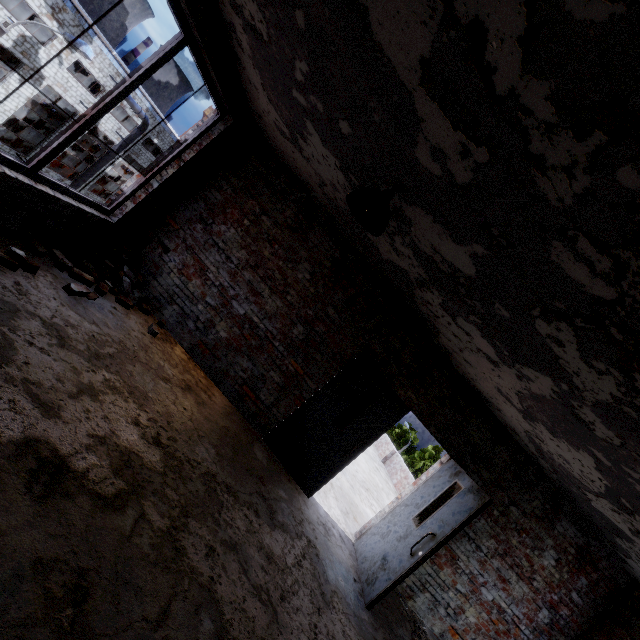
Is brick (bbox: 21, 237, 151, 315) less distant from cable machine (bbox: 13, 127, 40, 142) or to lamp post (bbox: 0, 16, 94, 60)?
lamp post (bbox: 0, 16, 94, 60)

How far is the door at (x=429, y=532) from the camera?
4.2m

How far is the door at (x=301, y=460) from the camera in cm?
514

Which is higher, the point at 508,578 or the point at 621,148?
the point at 621,148

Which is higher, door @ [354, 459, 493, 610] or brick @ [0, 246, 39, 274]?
door @ [354, 459, 493, 610]

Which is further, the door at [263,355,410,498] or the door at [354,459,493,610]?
the door at [263,355,410,498]

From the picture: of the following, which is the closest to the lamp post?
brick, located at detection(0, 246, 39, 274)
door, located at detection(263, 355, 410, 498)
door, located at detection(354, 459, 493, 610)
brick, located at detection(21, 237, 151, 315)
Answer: brick, located at detection(21, 237, 151, 315)

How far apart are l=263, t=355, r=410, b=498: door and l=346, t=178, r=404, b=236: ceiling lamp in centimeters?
289cm
